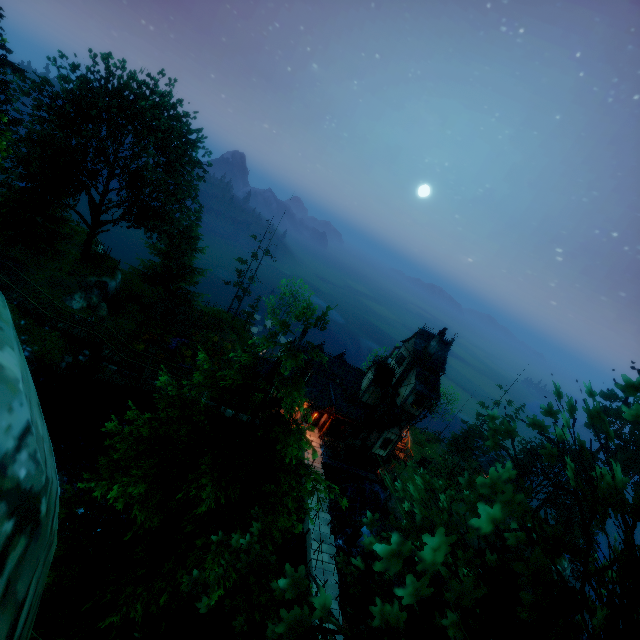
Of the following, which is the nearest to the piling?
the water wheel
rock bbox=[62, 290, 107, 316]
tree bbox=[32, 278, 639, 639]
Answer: the water wheel

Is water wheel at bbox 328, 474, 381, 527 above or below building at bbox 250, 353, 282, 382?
below

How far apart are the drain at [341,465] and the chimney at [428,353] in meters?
12.7 m

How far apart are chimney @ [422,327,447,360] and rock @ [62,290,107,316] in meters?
31.4

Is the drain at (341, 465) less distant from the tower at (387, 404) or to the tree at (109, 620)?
the tower at (387, 404)

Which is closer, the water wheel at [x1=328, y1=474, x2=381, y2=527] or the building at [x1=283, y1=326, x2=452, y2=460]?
the building at [x1=283, y1=326, x2=452, y2=460]

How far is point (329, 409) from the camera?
29.8 meters

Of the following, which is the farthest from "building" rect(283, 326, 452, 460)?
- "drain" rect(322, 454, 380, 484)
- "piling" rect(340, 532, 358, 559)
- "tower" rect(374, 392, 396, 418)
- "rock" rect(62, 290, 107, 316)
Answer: "rock" rect(62, 290, 107, 316)
